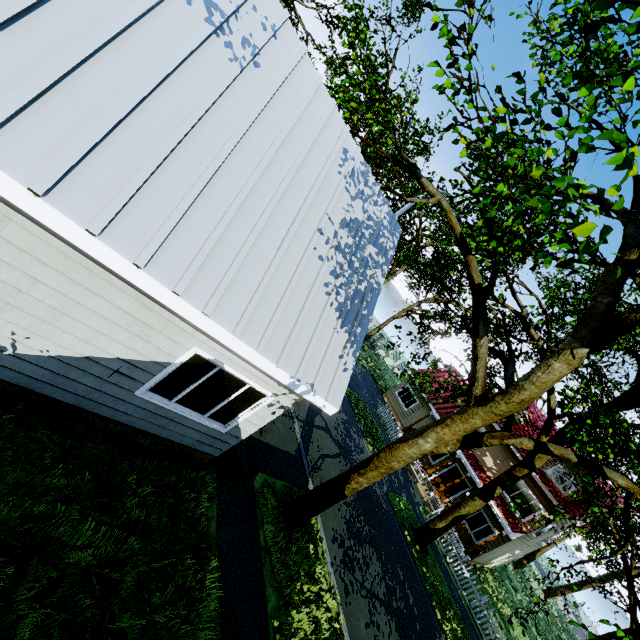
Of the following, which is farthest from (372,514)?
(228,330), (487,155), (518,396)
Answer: (487,155)

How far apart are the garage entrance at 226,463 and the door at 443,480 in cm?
1818

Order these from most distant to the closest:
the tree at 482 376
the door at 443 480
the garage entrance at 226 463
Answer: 1. the door at 443 480
2. the garage entrance at 226 463
3. the tree at 482 376

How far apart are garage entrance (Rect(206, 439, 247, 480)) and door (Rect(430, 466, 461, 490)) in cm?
1818

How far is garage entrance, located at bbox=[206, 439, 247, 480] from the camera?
7.2 meters

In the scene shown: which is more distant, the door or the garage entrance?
the door

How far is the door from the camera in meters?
Answer: 21.6

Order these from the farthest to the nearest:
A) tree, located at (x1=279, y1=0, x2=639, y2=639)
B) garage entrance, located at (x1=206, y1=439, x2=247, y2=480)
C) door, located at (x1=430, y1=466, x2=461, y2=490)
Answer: door, located at (x1=430, y1=466, x2=461, y2=490) → garage entrance, located at (x1=206, y1=439, x2=247, y2=480) → tree, located at (x1=279, y1=0, x2=639, y2=639)
